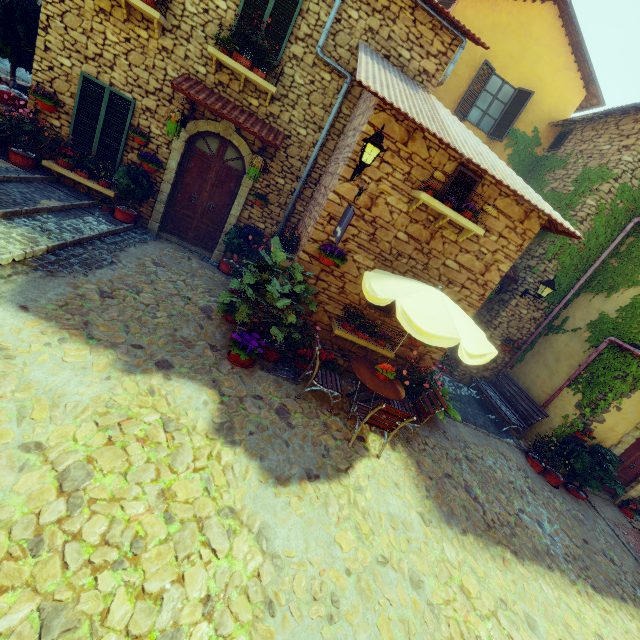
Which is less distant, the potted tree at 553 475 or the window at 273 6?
the window at 273 6

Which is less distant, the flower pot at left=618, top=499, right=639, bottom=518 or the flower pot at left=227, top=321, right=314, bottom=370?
the flower pot at left=227, top=321, right=314, bottom=370

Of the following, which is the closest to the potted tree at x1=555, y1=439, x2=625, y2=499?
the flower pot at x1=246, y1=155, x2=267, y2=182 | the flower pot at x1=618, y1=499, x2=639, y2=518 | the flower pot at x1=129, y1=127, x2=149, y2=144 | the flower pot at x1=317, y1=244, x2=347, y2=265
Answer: the flower pot at x1=618, y1=499, x2=639, y2=518

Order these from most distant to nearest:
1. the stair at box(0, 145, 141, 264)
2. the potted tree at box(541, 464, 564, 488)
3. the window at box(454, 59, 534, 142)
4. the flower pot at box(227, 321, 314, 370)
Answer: the window at box(454, 59, 534, 142) → the potted tree at box(541, 464, 564, 488) → the flower pot at box(227, 321, 314, 370) → the stair at box(0, 145, 141, 264)

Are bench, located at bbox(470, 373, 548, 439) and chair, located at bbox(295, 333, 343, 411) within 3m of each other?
no

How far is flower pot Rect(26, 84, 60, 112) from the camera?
6.79m

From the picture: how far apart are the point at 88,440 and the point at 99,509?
0.8 meters

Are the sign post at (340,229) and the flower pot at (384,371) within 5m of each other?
yes
